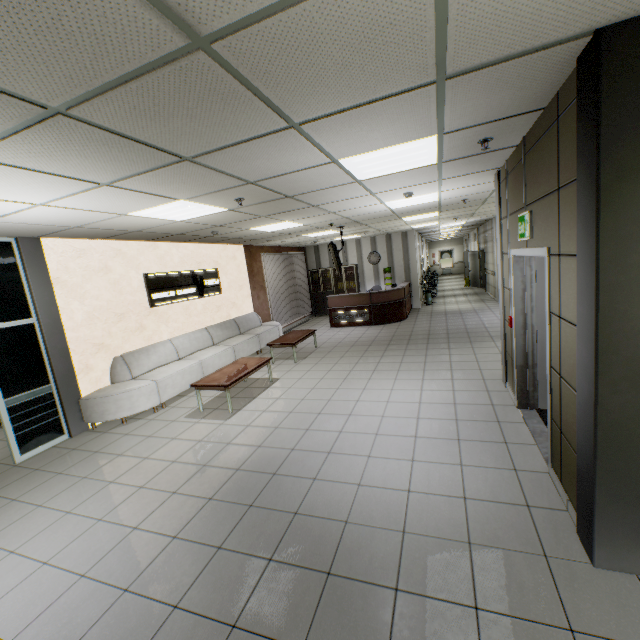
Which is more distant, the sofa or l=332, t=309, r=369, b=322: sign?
l=332, t=309, r=369, b=322: sign

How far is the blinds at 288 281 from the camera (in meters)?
11.75

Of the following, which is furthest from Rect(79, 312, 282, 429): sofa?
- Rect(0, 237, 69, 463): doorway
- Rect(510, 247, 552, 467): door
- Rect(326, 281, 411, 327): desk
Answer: Rect(510, 247, 552, 467): door

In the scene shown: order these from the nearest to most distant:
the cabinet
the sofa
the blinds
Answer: the sofa
the blinds
the cabinet

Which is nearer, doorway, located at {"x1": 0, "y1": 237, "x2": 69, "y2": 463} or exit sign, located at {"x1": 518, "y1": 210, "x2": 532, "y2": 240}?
exit sign, located at {"x1": 518, "y1": 210, "x2": 532, "y2": 240}

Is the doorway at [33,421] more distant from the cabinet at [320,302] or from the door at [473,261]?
the door at [473,261]

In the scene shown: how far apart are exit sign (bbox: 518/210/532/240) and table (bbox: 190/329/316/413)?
4.6 meters

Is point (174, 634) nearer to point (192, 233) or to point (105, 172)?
point (105, 172)
